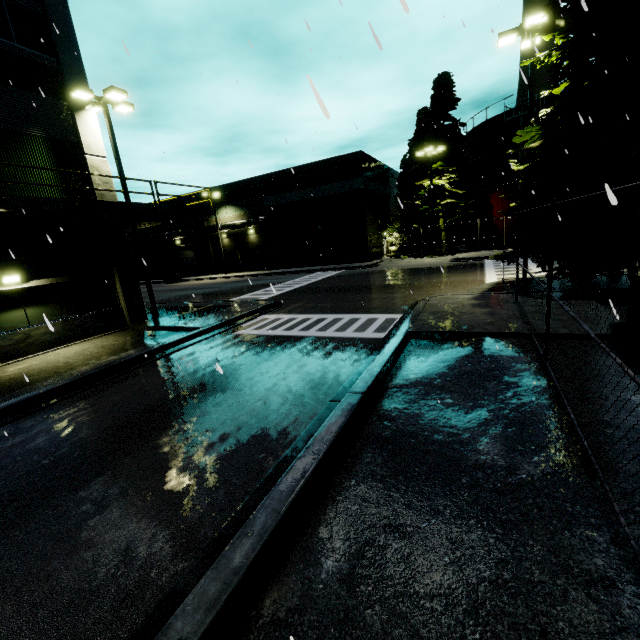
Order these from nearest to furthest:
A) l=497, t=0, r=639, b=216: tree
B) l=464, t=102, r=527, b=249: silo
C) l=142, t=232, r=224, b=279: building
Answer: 1. l=497, t=0, r=639, b=216: tree
2. l=464, t=102, r=527, b=249: silo
3. l=142, t=232, r=224, b=279: building

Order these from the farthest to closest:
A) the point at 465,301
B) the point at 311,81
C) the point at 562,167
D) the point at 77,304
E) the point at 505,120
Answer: the point at 505,120 < the point at 77,304 < the point at 465,301 < the point at 562,167 < the point at 311,81

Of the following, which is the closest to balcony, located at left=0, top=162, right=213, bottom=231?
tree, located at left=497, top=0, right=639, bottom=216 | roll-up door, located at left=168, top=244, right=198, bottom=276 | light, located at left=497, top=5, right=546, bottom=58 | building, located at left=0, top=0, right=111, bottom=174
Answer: building, located at left=0, top=0, right=111, bottom=174

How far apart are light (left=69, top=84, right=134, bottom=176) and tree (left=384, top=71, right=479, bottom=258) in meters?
25.5

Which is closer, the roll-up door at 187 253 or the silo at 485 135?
the silo at 485 135

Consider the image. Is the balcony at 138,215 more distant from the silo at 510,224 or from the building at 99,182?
the silo at 510,224

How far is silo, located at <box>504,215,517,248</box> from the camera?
30.2 meters

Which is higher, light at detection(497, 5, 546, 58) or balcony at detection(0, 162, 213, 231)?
light at detection(497, 5, 546, 58)
